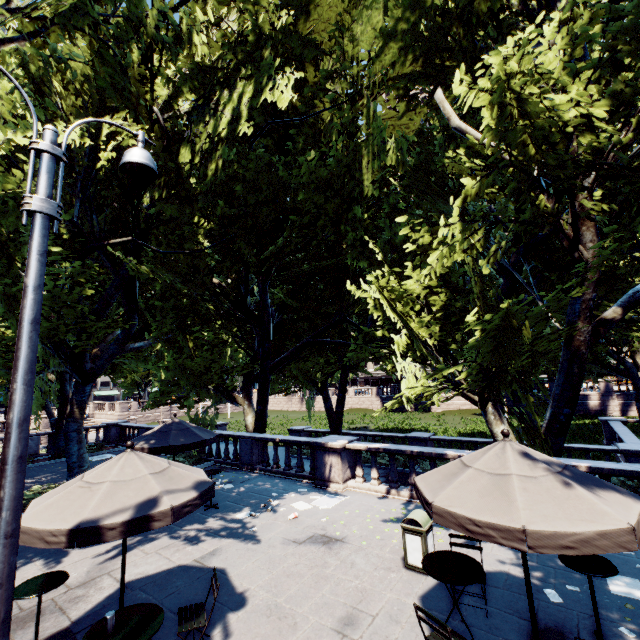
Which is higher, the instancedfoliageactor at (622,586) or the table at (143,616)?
the table at (143,616)

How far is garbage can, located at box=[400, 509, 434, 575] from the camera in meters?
6.6 m

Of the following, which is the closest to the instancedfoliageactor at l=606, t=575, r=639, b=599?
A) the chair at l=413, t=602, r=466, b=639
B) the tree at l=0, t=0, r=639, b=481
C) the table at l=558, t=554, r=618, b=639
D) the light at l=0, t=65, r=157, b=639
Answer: the table at l=558, t=554, r=618, b=639

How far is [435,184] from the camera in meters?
12.1

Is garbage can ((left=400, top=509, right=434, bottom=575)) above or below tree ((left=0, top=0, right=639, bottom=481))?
below

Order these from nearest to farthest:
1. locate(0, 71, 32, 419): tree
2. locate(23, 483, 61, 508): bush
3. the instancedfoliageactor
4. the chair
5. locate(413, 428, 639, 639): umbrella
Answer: locate(413, 428, 639, 639): umbrella → the chair → the instancedfoliageactor → locate(0, 71, 32, 419): tree → locate(23, 483, 61, 508): bush

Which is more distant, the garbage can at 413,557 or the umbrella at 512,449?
the garbage can at 413,557

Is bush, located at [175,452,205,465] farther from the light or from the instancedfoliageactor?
the instancedfoliageactor
